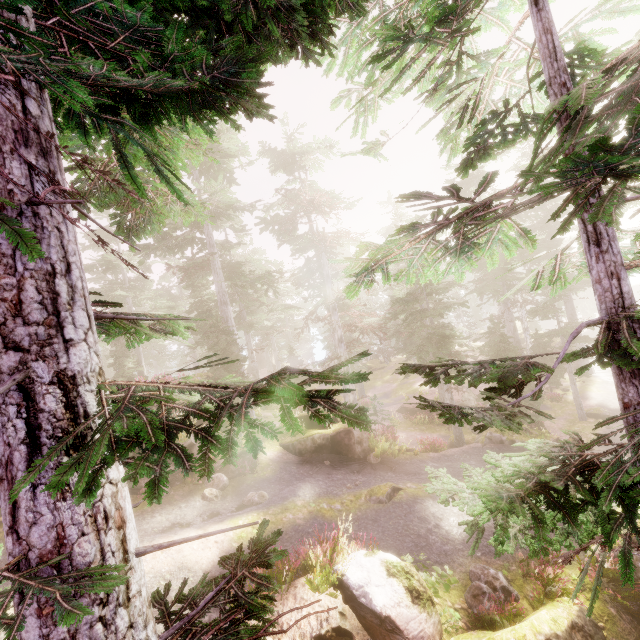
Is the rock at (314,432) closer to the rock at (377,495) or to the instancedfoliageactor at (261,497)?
the instancedfoliageactor at (261,497)

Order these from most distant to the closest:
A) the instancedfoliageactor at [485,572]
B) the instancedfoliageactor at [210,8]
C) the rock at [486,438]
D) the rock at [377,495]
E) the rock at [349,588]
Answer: the rock at [486,438] < the rock at [377,495] < the instancedfoliageactor at [485,572] < the rock at [349,588] < the instancedfoliageactor at [210,8]

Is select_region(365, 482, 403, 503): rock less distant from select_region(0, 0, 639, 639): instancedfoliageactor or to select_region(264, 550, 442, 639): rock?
select_region(0, 0, 639, 639): instancedfoliageactor

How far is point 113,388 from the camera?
1.8 meters

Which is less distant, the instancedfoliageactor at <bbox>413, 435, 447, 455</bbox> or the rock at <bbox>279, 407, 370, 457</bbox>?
the rock at <bbox>279, 407, 370, 457</bbox>

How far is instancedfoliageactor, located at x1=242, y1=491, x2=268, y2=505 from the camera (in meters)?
12.29
